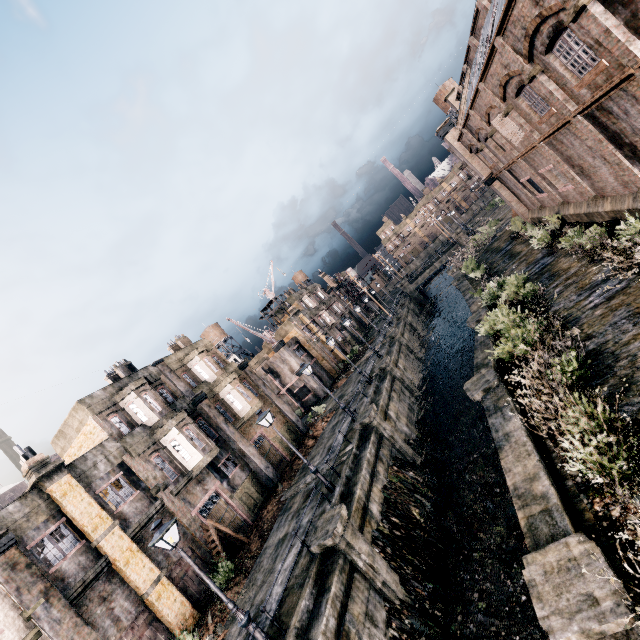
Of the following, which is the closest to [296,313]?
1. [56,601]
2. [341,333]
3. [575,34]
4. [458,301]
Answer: [341,333]

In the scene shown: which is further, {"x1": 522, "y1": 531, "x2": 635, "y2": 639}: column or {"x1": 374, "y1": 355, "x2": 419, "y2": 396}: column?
{"x1": 374, "y1": 355, "x2": 419, "y2": 396}: column

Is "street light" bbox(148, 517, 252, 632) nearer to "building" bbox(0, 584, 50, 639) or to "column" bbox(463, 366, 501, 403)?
"building" bbox(0, 584, 50, 639)

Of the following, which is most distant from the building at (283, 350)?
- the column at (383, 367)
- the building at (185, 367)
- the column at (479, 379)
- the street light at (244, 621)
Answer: the street light at (244, 621)

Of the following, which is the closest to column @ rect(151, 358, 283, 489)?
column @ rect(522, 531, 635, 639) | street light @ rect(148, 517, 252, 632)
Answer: street light @ rect(148, 517, 252, 632)

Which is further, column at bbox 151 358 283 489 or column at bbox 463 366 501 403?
column at bbox 151 358 283 489

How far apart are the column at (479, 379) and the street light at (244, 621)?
11.4m

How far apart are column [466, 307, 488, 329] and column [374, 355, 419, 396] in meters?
8.7
